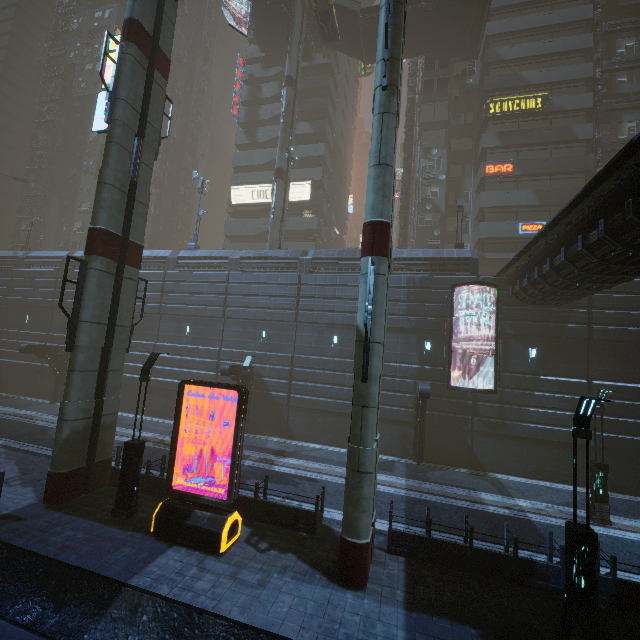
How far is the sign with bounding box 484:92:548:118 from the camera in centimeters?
2973cm

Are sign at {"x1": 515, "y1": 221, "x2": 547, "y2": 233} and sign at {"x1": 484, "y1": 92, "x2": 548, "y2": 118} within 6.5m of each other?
no

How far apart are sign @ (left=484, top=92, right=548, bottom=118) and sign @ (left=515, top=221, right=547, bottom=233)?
10.39m

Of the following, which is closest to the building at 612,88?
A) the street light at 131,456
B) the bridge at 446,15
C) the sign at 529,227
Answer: the sign at 529,227

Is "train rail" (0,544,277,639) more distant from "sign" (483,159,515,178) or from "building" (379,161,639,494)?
"sign" (483,159,515,178)

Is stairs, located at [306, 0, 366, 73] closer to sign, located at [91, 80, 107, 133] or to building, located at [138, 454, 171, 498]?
building, located at [138, 454, 171, 498]

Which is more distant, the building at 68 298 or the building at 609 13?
the building at 609 13

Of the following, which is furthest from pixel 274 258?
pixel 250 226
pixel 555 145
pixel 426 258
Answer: pixel 555 145
